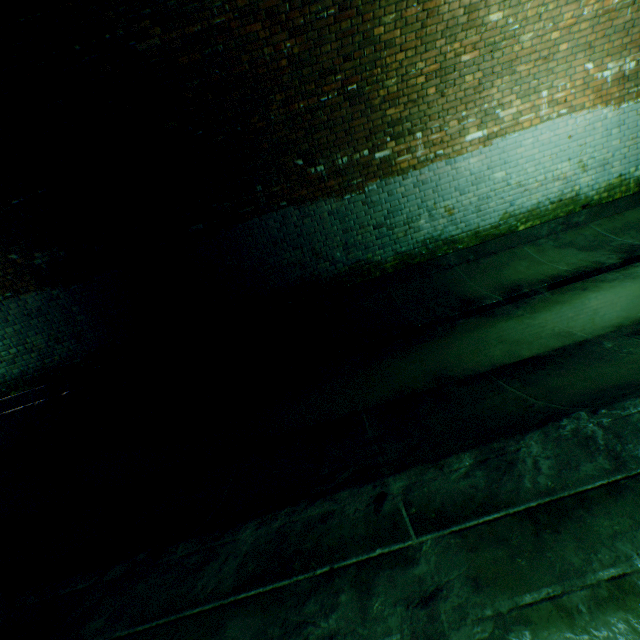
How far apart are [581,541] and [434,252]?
5.27m
